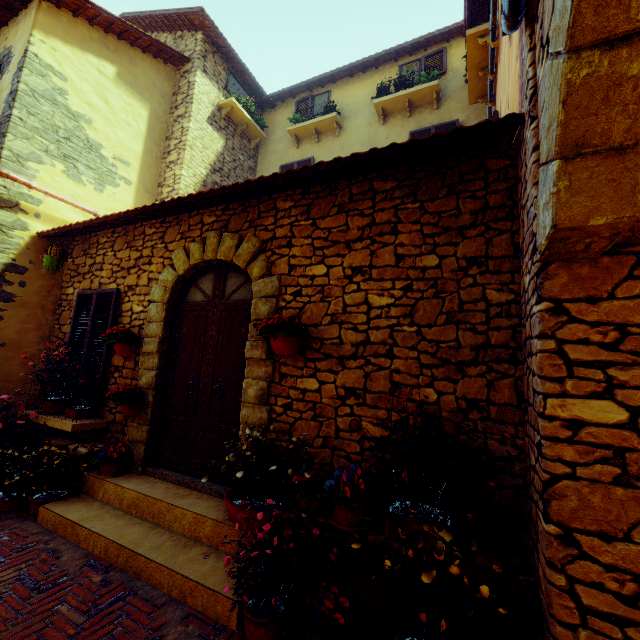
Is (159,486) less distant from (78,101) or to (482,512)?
(482,512)

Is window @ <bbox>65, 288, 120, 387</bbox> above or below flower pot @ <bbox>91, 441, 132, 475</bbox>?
above

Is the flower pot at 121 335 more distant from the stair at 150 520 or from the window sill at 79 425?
the stair at 150 520

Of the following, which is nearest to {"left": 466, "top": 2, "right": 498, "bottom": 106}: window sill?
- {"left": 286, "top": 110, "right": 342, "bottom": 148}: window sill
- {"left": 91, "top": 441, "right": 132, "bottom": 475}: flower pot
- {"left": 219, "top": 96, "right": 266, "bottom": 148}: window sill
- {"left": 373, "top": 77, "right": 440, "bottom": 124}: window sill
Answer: {"left": 373, "top": 77, "right": 440, "bottom": 124}: window sill

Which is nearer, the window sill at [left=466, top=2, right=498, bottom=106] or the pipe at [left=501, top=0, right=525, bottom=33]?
the pipe at [left=501, top=0, right=525, bottom=33]

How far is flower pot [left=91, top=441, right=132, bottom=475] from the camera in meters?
4.0

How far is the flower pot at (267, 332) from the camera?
3.3 meters

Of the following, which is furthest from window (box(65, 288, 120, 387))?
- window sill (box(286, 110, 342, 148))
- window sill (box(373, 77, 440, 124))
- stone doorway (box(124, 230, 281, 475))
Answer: window sill (box(373, 77, 440, 124))
